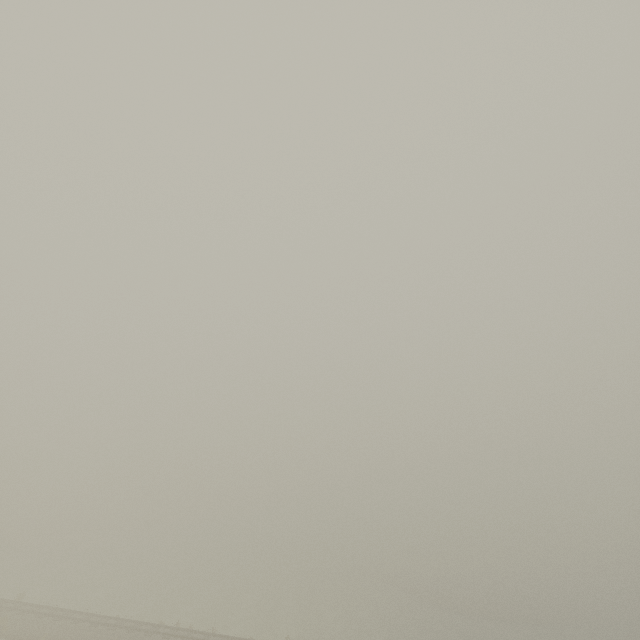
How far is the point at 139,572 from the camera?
46.12m
